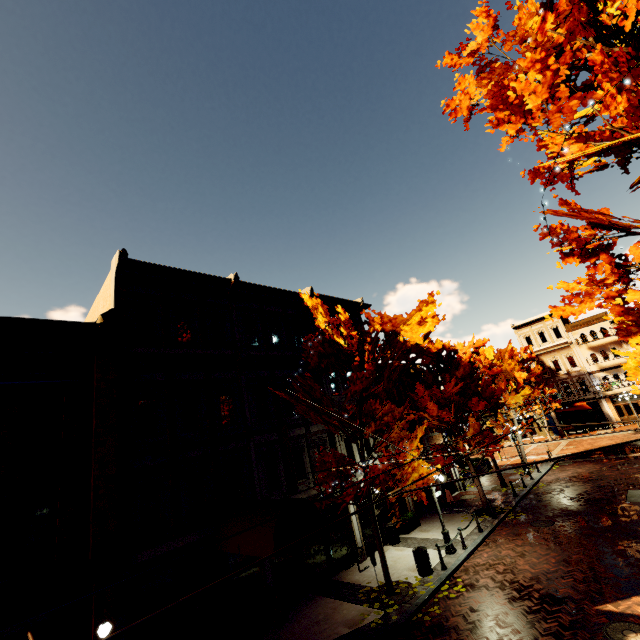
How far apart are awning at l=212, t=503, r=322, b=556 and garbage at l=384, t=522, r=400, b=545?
7.35m

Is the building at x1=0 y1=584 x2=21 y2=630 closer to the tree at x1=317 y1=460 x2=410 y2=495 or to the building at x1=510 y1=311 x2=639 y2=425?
the tree at x1=317 y1=460 x2=410 y2=495

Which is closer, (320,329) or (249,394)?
(320,329)

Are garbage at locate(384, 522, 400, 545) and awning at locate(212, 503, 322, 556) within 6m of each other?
no

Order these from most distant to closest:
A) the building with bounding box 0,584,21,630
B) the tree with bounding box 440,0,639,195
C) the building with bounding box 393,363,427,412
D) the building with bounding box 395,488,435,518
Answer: the building with bounding box 393,363,427,412 < the building with bounding box 395,488,435,518 < the building with bounding box 0,584,21,630 < the tree with bounding box 440,0,639,195

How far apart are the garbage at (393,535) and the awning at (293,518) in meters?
7.3 m

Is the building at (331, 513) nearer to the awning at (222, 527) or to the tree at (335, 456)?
the awning at (222, 527)

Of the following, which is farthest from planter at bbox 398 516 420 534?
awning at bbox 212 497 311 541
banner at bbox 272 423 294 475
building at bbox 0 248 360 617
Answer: awning at bbox 212 497 311 541
